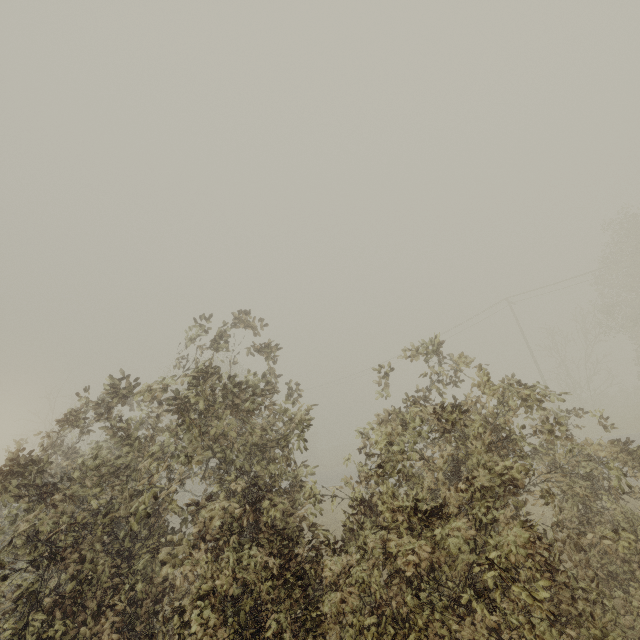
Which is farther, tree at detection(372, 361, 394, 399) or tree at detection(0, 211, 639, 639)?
tree at detection(372, 361, 394, 399)

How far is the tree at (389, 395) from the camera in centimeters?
614cm

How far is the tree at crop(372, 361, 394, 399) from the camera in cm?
614

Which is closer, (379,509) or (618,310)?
(379,509)

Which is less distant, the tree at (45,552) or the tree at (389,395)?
the tree at (45,552)
